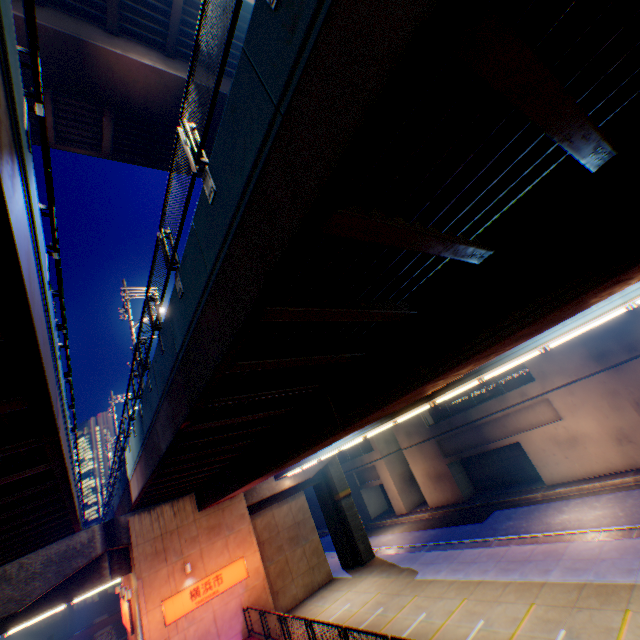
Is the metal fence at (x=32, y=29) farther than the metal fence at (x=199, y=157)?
No

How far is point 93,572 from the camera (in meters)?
17.08

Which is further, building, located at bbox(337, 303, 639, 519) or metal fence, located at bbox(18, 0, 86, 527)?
building, located at bbox(337, 303, 639, 519)

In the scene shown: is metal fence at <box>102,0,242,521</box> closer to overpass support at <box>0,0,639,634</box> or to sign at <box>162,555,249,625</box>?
overpass support at <box>0,0,639,634</box>

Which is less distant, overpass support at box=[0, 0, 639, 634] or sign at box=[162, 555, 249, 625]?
overpass support at box=[0, 0, 639, 634]

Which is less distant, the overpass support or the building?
the overpass support

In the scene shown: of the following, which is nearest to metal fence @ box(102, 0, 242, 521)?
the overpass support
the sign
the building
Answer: the overpass support

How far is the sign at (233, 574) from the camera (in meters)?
16.44
